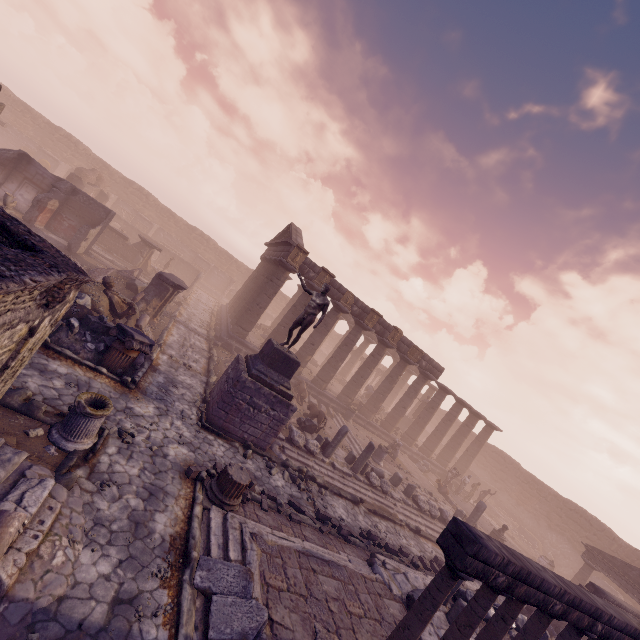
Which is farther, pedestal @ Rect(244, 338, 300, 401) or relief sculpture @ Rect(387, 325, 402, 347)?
relief sculpture @ Rect(387, 325, 402, 347)

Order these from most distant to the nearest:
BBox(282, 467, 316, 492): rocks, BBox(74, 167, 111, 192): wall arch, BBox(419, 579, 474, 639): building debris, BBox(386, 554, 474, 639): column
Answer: BBox(74, 167, 111, 192): wall arch
BBox(282, 467, 316, 492): rocks
BBox(419, 579, 474, 639): building debris
BBox(386, 554, 474, 639): column

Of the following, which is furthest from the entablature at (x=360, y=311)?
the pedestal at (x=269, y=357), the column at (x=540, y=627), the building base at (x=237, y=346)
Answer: the column at (x=540, y=627)

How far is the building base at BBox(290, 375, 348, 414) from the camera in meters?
21.0

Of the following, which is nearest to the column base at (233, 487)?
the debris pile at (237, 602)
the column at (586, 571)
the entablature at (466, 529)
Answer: the debris pile at (237, 602)

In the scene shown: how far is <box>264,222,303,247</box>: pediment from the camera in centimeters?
1953cm

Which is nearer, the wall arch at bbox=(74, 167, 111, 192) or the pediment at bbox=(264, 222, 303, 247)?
the pediment at bbox=(264, 222, 303, 247)

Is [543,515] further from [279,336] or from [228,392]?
[228,392]
